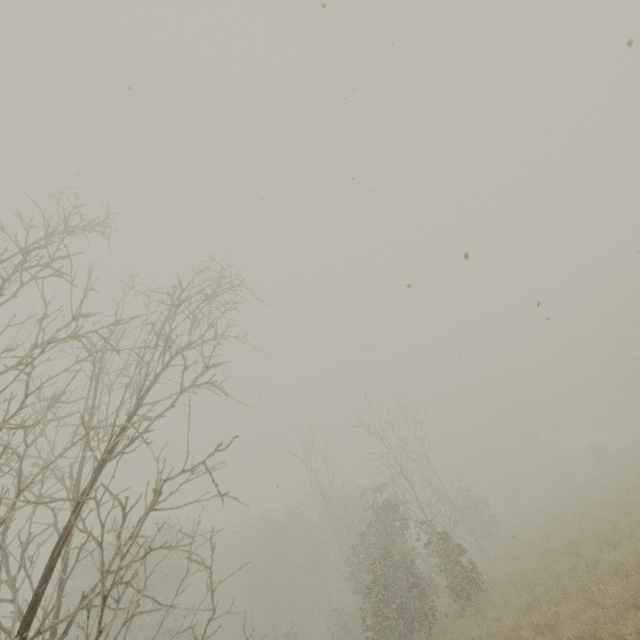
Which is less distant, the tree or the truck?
the tree

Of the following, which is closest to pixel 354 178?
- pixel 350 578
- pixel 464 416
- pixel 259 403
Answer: pixel 259 403

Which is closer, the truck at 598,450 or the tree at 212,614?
the tree at 212,614
